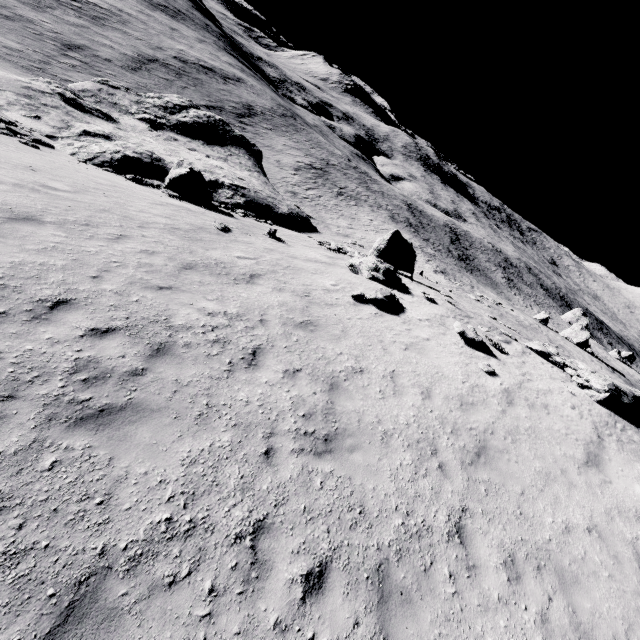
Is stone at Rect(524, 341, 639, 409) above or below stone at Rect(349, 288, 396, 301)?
above

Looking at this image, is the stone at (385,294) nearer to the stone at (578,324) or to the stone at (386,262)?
the stone at (386,262)

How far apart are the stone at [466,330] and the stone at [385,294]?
2.7m

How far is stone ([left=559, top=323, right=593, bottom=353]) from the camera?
40.2 meters

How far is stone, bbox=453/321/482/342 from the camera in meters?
12.7

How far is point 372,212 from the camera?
59.1 meters

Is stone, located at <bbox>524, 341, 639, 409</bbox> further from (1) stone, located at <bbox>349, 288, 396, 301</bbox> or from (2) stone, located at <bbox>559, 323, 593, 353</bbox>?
(2) stone, located at <bbox>559, 323, 593, 353</bbox>

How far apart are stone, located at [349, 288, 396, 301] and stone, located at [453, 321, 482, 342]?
2.7m
